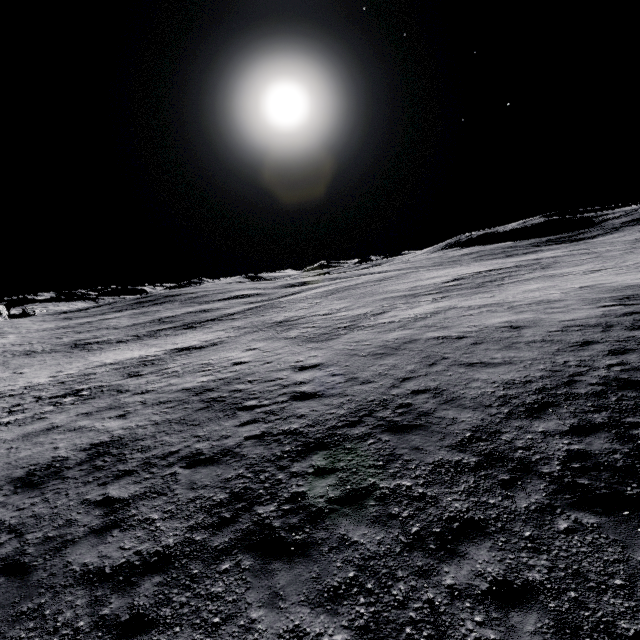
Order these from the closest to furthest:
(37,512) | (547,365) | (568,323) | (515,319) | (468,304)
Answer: (37,512) → (547,365) → (568,323) → (515,319) → (468,304)
